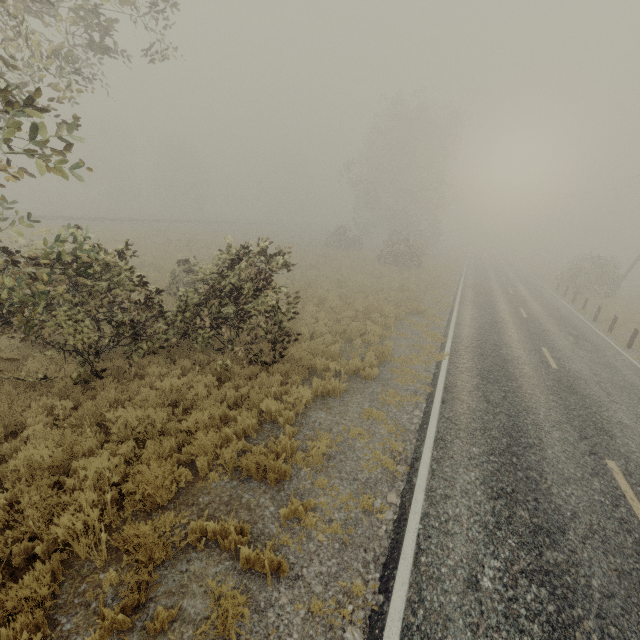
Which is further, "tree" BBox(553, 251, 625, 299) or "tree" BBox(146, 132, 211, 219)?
"tree" BBox(146, 132, 211, 219)

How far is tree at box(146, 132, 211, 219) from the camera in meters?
52.4 m

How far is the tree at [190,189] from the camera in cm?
5241

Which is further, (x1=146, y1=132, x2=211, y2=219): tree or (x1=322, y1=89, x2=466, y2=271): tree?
(x1=146, y1=132, x2=211, y2=219): tree

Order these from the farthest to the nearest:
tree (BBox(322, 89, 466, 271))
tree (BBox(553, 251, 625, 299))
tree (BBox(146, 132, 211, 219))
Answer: tree (BBox(146, 132, 211, 219)), tree (BBox(322, 89, 466, 271)), tree (BBox(553, 251, 625, 299))

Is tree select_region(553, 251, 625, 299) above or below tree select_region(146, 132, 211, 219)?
below

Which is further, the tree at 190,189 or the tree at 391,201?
the tree at 190,189

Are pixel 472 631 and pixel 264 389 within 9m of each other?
yes
